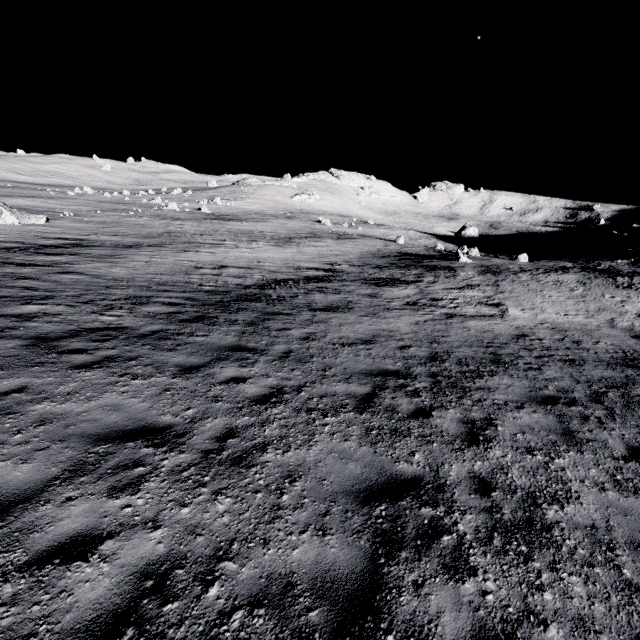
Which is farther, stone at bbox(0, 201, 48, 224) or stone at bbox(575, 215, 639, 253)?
stone at bbox(575, 215, 639, 253)

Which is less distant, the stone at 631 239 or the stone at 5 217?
the stone at 5 217

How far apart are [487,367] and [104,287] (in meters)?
15.30

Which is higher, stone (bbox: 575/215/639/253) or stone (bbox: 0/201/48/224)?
stone (bbox: 575/215/639/253)

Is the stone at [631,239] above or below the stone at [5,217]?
above
